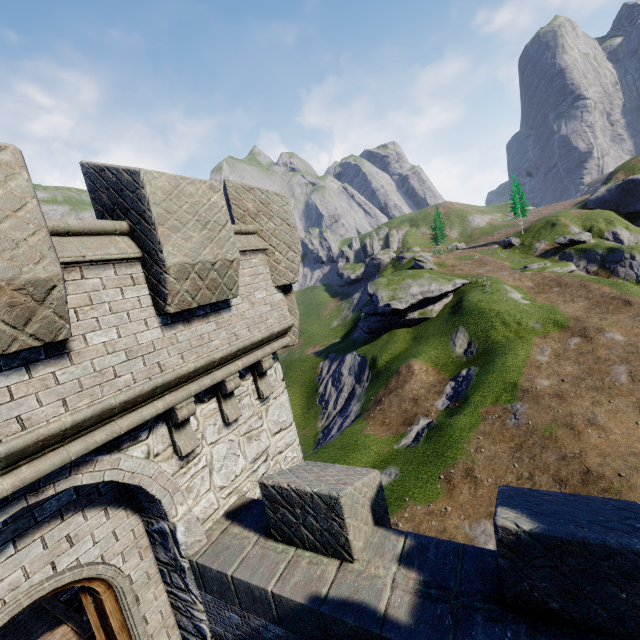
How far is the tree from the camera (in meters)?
57.03

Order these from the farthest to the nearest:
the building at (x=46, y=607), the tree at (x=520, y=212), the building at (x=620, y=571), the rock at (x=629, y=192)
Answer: the tree at (x=520, y=212), the rock at (x=629, y=192), the building at (x=46, y=607), the building at (x=620, y=571)

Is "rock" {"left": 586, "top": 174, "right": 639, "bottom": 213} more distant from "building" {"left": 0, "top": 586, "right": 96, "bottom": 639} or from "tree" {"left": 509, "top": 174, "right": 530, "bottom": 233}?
"building" {"left": 0, "top": 586, "right": 96, "bottom": 639}

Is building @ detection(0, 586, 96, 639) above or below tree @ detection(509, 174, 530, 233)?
below

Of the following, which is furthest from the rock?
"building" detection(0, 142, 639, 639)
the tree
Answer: "building" detection(0, 142, 639, 639)

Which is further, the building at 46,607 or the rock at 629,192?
the rock at 629,192

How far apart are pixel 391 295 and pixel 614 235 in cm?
3778
